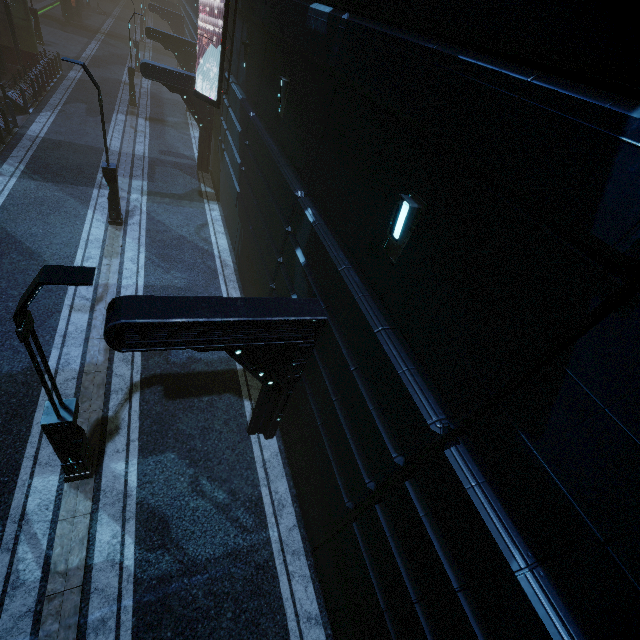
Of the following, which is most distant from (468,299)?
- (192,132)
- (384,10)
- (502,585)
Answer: (192,132)

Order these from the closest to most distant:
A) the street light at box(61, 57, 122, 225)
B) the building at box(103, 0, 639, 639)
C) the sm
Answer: the building at box(103, 0, 639, 639) → the street light at box(61, 57, 122, 225) → the sm

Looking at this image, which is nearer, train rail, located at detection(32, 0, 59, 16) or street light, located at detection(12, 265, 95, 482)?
street light, located at detection(12, 265, 95, 482)

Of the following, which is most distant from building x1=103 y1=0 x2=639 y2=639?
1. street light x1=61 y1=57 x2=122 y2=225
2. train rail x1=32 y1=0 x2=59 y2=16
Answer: street light x1=61 y1=57 x2=122 y2=225

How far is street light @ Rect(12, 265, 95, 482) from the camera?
3.98m

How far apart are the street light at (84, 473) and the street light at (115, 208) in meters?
10.1

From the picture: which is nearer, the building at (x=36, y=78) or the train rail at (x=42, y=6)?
the building at (x=36, y=78)

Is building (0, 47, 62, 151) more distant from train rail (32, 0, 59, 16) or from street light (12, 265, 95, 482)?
street light (12, 265, 95, 482)
